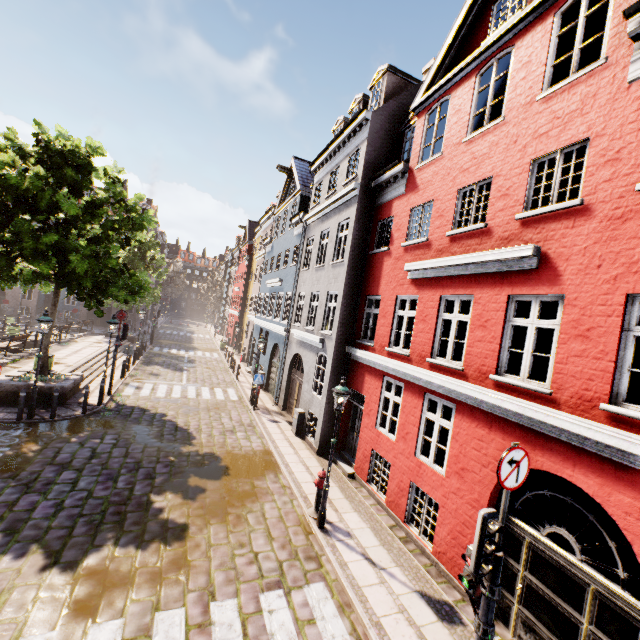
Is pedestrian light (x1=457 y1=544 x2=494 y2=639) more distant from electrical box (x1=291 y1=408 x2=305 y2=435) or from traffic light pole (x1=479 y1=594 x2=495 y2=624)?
electrical box (x1=291 y1=408 x2=305 y2=435)

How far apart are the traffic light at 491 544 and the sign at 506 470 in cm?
32

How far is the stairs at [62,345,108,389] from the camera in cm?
1655

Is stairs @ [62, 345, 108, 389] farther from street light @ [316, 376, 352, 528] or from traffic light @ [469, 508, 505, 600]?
traffic light @ [469, 508, 505, 600]

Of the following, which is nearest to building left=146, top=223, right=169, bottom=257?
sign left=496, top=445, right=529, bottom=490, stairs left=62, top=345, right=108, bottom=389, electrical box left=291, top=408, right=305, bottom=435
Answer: electrical box left=291, top=408, right=305, bottom=435

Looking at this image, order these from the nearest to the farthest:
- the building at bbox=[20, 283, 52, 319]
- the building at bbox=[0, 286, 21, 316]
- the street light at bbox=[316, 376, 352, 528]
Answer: the street light at bbox=[316, 376, 352, 528]
the building at bbox=[0, 286, 21, 316]
the building at bbox=[20, 283, 52, 319]

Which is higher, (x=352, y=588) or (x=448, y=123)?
(x=448, y=123)

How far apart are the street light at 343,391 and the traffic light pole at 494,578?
4.4 meters
